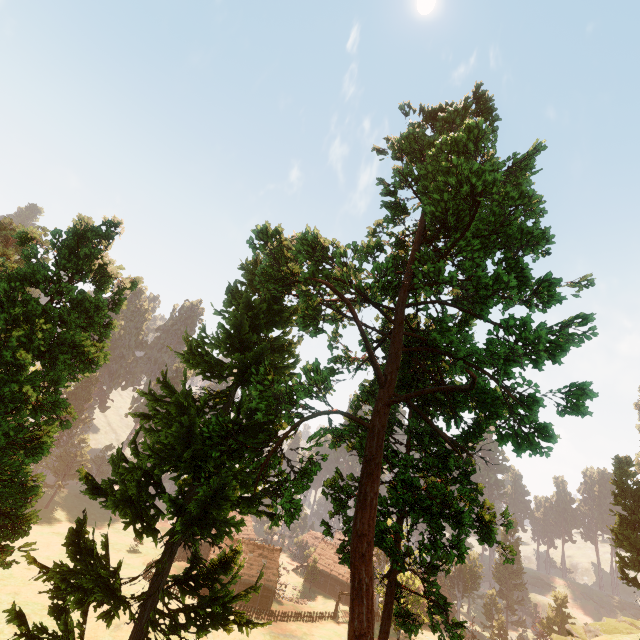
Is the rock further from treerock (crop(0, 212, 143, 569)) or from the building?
the building

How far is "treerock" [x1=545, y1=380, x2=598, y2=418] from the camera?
11.52m

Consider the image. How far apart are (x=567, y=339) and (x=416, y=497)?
10.47m

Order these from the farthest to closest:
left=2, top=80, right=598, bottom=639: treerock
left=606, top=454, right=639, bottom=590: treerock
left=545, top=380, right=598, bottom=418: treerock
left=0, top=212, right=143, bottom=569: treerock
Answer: left=606, top=454, right=639, bottom=590: treerock
left=2, top=80, right=598, bottom=639: treerock
left=545, top=380, right=598, bottom=418: treerock
left=0, top=212, right=143, bottom=569: treerock

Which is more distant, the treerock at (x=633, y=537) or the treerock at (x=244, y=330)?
the treerock at (x=633, y=537)

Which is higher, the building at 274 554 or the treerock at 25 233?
the treerock at 25 233

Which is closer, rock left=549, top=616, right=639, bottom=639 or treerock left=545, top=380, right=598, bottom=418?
treerock left=545, top=380, right=598, bottom=418
